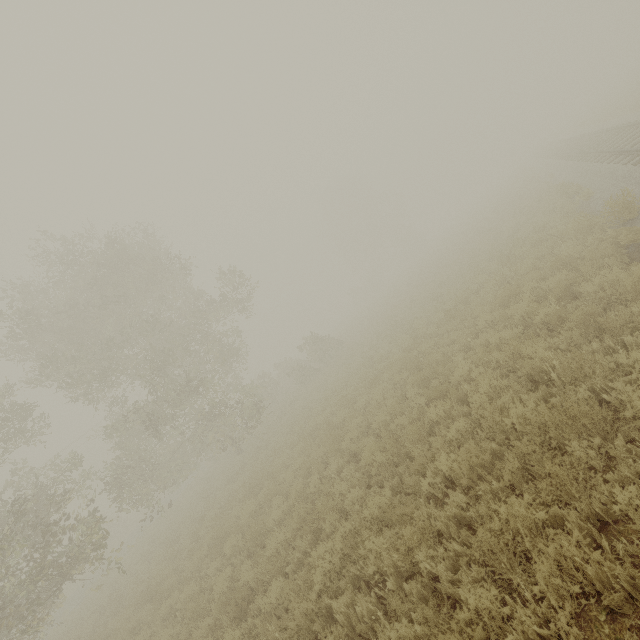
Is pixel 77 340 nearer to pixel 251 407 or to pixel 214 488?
pixel 251 407
